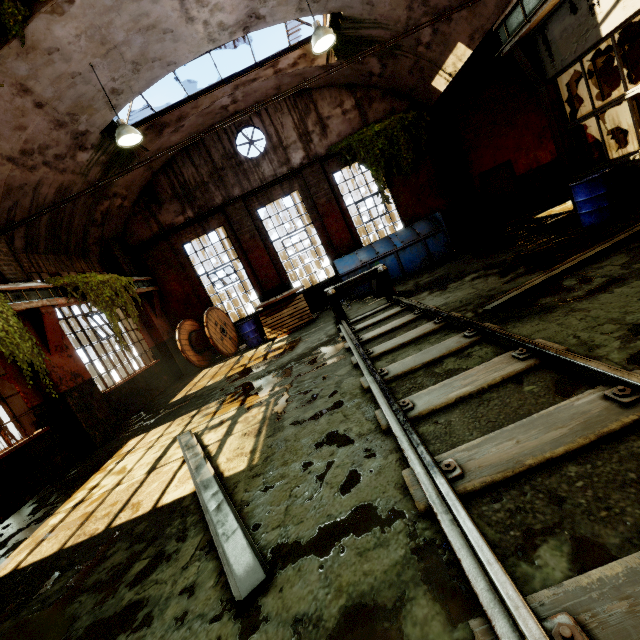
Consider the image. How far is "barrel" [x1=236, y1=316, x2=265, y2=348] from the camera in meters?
11.1 m

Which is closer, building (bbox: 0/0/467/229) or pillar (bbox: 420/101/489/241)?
building (bbox: 0/0/467/229)

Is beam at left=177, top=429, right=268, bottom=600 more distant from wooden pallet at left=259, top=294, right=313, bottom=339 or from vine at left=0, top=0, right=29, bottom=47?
vine at left=0, top=0, right=29, bottom=47

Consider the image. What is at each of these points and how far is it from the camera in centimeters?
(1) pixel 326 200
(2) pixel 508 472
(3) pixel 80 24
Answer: (1) pillar, 1193cm
(2) rail track, 194cm
(3) building, 603cm

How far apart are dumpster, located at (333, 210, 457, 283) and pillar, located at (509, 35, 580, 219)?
3.2m

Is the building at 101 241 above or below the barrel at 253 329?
above

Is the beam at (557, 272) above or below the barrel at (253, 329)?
below

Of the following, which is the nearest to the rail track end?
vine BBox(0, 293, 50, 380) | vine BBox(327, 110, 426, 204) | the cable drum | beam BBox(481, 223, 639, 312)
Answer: beam BBox(481, 223, 639, 312)
